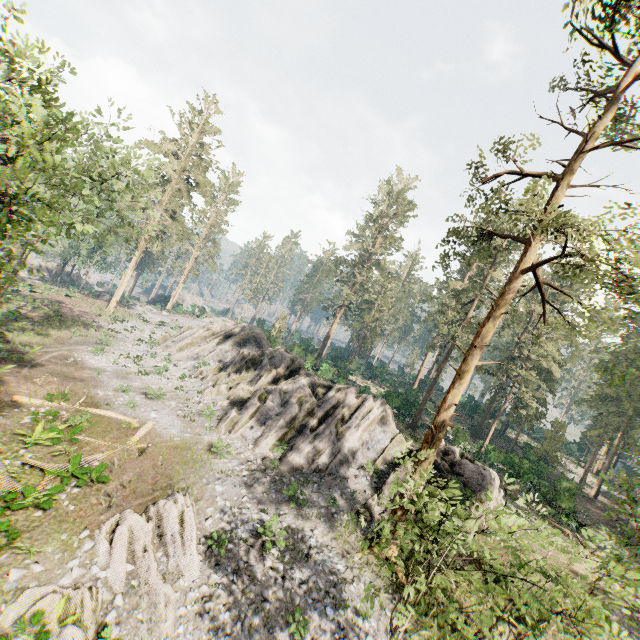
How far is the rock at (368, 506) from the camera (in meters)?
17.89

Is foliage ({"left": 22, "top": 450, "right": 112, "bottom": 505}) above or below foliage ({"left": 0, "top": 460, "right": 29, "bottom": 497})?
above

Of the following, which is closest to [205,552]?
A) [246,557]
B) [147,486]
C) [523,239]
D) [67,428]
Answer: [246,557]

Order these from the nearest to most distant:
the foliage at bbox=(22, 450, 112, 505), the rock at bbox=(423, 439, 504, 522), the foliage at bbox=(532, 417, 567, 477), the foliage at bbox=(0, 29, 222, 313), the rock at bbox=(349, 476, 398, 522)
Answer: the foliage at bbox=(0, 29, 222, 313) < the foliage at bbox=(22, 450, 112, 505) < the rock at bbox=(349, 476, 398, 522) < the rock at bbox=(423, 439, 504, 522) < the foliage at bbox=(532, 417, 567, 477)

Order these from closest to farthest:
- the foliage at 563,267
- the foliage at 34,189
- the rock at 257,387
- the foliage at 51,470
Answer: the foliage at 563,267, the foliage at 34,189, the foliage at 51,470, the rock at 257,387

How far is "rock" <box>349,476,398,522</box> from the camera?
17.9m

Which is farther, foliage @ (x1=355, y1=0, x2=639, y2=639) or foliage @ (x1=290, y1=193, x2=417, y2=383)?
foliage @ (x1=290, y1=193, x2=417, y2=383)
